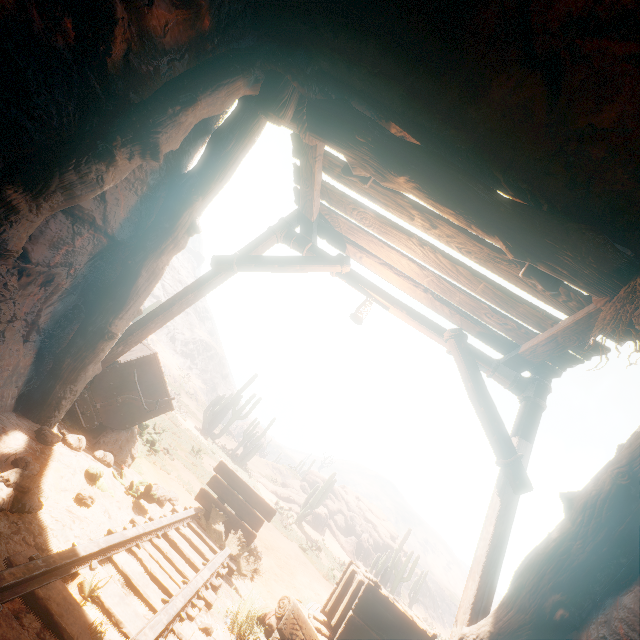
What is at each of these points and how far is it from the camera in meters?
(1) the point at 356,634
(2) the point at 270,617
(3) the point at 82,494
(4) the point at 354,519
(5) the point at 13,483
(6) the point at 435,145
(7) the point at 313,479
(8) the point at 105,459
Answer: (1) wooden box, 3.0
(2) tent, 3.7
(3) instancedfoliageactor, 2.9
(4) rock, 28.7
(5) instancedfoliageactor, 2.2
(6) z, 2.9
(7) rock, 31.0
(8) instancedfoliageactor, 4.0

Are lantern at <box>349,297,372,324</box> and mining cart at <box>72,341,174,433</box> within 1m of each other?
no

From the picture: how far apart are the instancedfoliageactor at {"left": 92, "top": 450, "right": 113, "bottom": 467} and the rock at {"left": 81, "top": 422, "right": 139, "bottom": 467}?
0.6m

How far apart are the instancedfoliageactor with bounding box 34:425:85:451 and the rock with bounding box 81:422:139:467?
1.5 meters

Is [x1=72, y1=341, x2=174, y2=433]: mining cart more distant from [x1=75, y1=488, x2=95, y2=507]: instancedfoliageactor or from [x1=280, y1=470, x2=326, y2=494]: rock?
[x1=280, y1=470, x2=326, y2=494]: rock

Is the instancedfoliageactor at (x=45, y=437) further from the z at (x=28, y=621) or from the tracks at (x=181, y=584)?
the tracks at (x=181, y=584)

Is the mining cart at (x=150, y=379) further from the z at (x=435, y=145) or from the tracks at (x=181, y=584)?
the tracks at (x=181, y=584)

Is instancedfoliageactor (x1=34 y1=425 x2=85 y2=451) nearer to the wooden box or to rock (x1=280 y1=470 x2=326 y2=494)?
the wooden box
